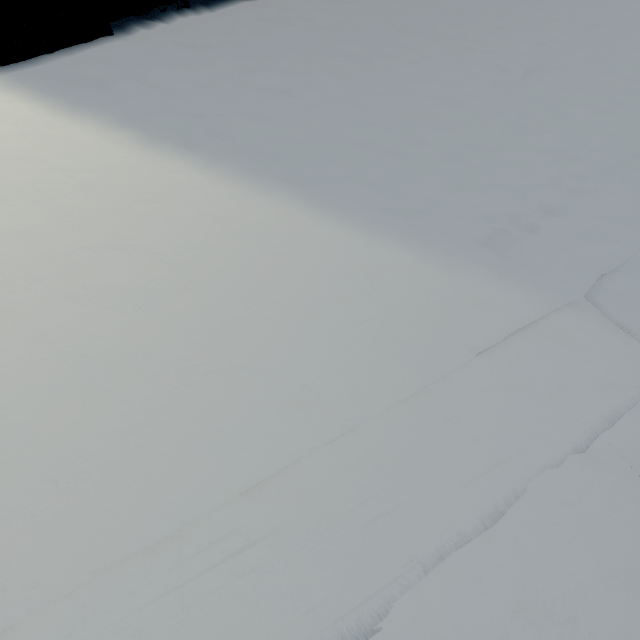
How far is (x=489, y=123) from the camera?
1.7 meters
